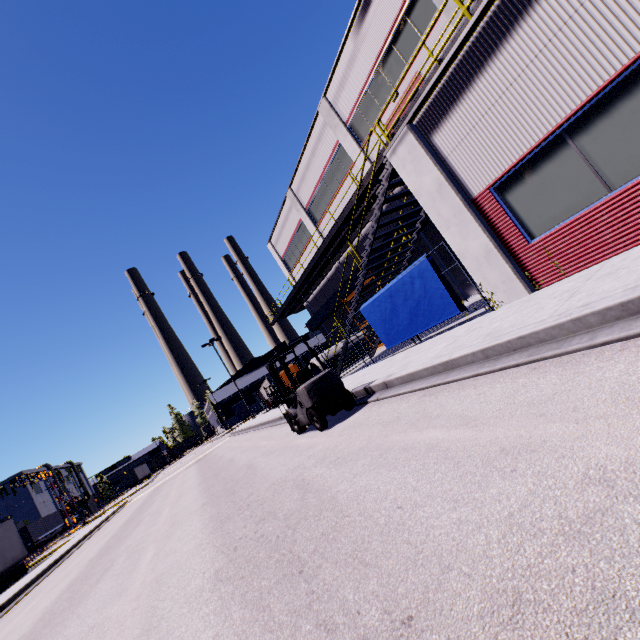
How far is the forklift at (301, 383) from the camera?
7.5 meters

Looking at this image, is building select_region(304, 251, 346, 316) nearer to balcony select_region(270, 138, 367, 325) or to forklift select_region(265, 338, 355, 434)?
balcony select_region(270, 138, 367, 325)

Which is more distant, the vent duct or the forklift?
the vent duct

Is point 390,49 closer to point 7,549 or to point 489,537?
point 489,537

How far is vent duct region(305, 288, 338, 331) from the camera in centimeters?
2641cm

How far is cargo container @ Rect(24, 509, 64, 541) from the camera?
45.7m

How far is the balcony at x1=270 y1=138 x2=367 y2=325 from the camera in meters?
17.6 m

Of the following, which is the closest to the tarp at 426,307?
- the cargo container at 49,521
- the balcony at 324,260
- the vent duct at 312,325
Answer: the balcony at 324,260
